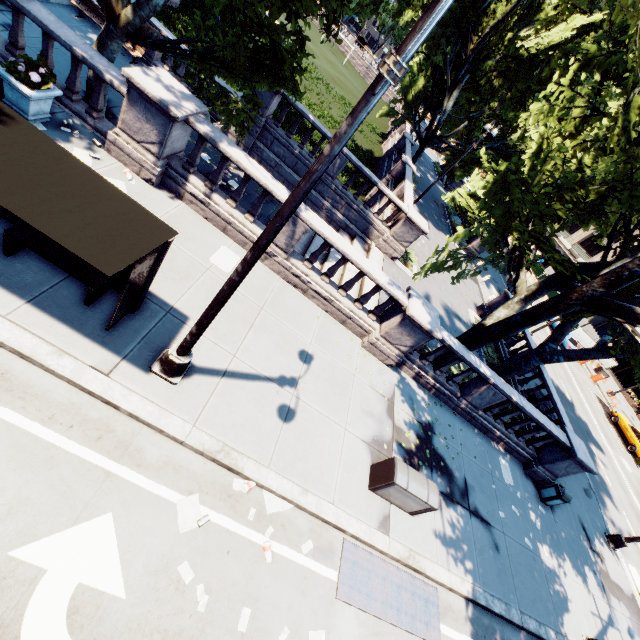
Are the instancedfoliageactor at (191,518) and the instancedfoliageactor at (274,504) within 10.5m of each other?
yes

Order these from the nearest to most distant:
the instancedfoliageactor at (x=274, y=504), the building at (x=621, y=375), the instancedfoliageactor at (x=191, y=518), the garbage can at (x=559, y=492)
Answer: the instancedfoliageactor at (x=191, y=518) → the instancedfoliageactor at (x=274, y=504) → the garbage can at (x=559, y=492) → the building at (x=621, y=375)

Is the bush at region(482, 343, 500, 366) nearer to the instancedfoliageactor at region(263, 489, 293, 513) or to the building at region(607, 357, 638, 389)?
the instancedfoliageactor at region(263, 489, 293, 513)

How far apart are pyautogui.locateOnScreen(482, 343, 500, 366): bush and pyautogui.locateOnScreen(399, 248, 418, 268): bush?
5.18m

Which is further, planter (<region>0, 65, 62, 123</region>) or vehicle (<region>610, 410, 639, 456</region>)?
vehicle (<region>610, 410, 639, 456</region>)

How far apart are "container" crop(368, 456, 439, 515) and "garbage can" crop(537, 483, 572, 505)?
7.93m

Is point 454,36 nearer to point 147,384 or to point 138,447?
point 147,384

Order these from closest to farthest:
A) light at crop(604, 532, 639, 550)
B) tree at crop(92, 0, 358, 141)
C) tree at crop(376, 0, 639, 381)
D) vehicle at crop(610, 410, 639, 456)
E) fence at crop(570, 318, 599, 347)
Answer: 1. tree at crop(376, 0, 639, 381)
2. tree at crop(92, 0, 358, 141)
3. light at crop(604, 532, 639, 550)
4. vehicle at crop(610, 410, 639, 456)
5. fence at crop(570, 318, 599, 347)
